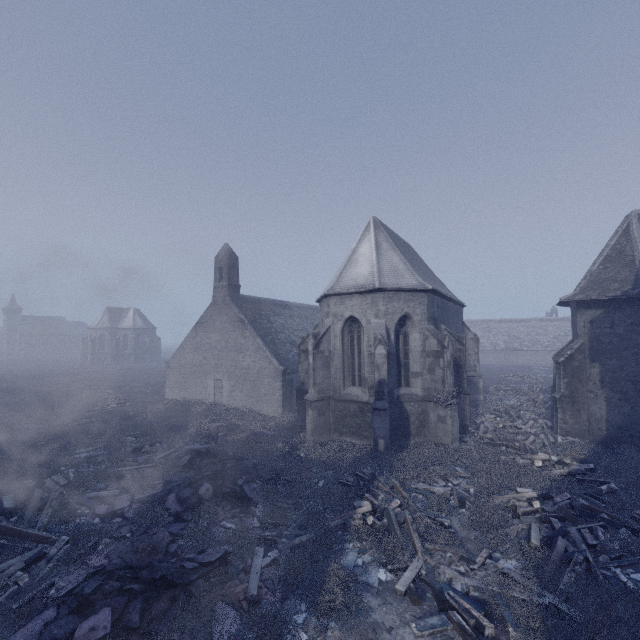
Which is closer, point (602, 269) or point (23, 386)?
point (602, 269)

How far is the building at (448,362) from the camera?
15.00m

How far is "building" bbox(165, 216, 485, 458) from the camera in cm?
1500

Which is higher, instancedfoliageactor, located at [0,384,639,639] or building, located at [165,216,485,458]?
building, located at [165,216,485,458]

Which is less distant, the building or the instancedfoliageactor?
the instancedfoliageactor

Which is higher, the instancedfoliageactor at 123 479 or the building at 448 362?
the building at 448 362
